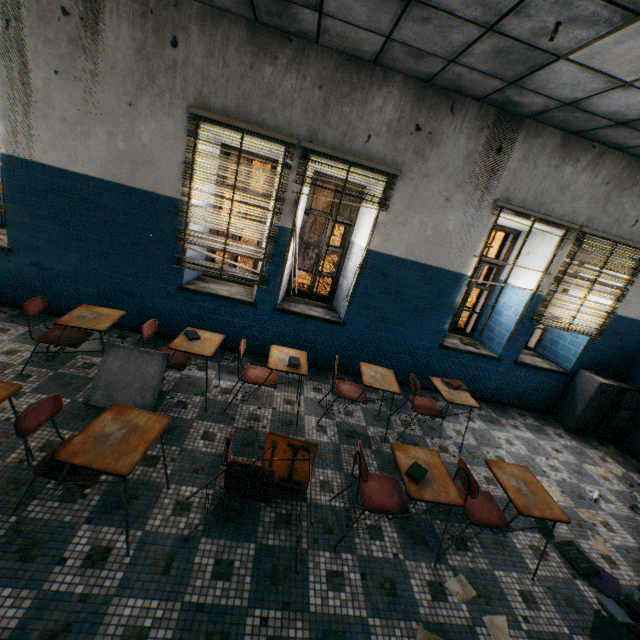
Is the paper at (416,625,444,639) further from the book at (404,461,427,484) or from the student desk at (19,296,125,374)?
the student desk at (19,296,125,374)

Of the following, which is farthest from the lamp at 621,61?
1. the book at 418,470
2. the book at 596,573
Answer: the book at 596,573

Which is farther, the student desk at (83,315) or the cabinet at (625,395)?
the cabinet at (625,395)

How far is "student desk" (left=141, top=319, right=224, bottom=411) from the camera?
3.3 meters

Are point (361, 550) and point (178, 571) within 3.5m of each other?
yes

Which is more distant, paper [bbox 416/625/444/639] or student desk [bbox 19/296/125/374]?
student desk [bbox 19/296/125/374]

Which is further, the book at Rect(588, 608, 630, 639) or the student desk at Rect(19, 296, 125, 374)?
the student desk at Rect(19, 296, 125, 374)

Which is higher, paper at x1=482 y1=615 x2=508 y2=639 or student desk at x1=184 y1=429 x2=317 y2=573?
student desk at x1=184 y1=429 x2=317 y2=573
